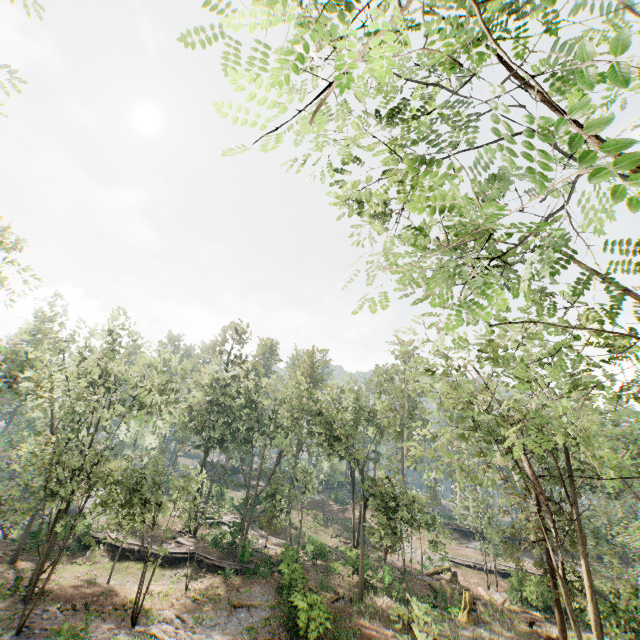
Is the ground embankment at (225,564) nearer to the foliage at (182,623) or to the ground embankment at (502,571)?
the foliage at (182,623)

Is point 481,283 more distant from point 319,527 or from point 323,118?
point 319,527

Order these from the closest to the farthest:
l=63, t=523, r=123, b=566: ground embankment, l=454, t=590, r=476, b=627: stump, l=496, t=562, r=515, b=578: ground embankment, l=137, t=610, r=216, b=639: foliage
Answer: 1. l=137, t=610, r=216, b=639: foliage
2. l=454, t=590, r=476, b=627: stump
3. l=63, t=523, r=123, b=566: ground embankment
4. l=496, t=562, r=515, b=578: ground embankment

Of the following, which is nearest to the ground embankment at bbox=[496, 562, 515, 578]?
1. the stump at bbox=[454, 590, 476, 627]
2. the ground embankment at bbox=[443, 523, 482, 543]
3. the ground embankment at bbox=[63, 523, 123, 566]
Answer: the ground embankment at bbox=[443, 523, 482, 543]

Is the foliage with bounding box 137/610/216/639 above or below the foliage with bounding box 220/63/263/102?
below

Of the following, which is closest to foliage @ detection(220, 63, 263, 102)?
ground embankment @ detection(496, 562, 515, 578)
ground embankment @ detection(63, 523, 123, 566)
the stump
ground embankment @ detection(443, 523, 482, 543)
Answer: ground embankment @ detection(63, 523, 123, 566)

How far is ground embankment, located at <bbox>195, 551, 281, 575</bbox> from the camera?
28.5m

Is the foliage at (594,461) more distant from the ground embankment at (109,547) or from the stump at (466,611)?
the stump at (466,611)
